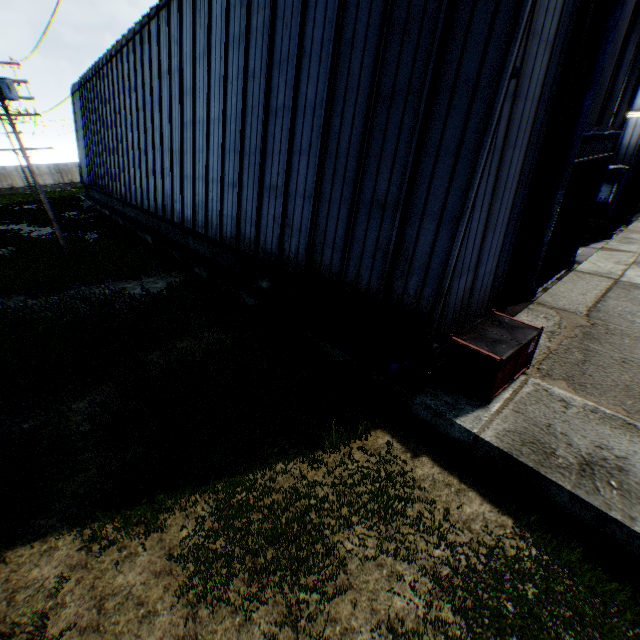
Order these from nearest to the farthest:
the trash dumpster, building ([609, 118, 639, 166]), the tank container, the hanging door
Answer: the trash dumpster, the hanging door, the tank container, building ([609, 118, 639, 166])

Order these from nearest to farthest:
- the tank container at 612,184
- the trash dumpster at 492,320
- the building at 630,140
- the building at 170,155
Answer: the building at 170,155, the trash dumpster at 492,320, the tank container at 612,184, the building at 630,140

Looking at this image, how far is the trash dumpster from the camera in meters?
6.8

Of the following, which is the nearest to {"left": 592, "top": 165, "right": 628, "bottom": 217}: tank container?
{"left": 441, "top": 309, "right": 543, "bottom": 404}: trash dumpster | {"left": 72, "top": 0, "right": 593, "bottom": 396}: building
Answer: {"left": 72, "top": 0, "right": 593, "bottom": 396}: building

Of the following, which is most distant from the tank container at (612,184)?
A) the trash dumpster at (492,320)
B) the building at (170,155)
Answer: the trash dumpster at (492,320)

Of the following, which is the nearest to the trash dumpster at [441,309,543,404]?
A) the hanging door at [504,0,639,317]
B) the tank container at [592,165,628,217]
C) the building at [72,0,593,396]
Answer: the building at [72,0,593,396]

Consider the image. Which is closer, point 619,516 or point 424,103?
point 619,516

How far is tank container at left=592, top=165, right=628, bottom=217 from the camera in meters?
20.5 m
